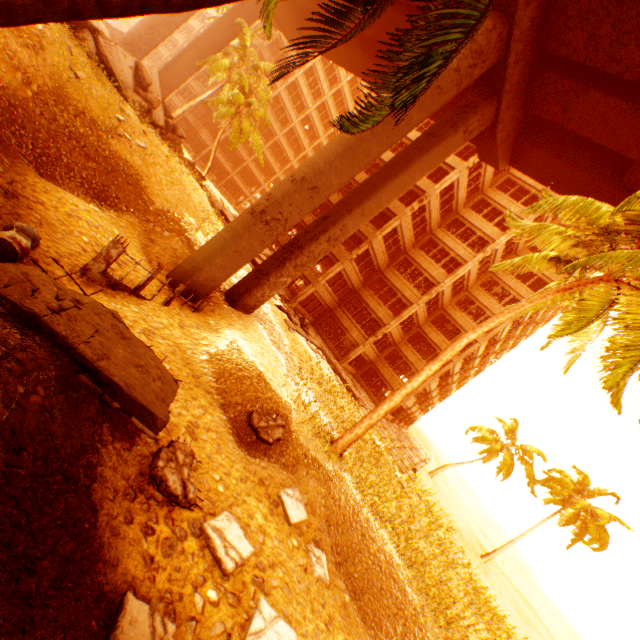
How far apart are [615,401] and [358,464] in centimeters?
982cm

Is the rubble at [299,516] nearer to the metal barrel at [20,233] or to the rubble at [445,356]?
the rubble at [445,356]

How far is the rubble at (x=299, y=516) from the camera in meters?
8.3

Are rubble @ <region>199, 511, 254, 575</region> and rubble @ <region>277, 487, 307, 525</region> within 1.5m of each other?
no

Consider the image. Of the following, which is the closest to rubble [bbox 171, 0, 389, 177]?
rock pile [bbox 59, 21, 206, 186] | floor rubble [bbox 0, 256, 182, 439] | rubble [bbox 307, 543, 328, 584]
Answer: rock pile [bbox 59, 21, 206, 186]

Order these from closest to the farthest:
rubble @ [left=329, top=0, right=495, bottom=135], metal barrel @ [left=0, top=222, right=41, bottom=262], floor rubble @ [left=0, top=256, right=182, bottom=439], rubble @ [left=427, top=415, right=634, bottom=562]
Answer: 1. rubble @ [left=329, top=0, right=495, bottom=135]
2. floor rubble @ [left=0, top=256, right=182, bottom=439]
3. metal barrel @ [left=0, top=222, right=41, bottom=262]
4. rubble @ [left=427, top=415, right=634, bottom=562]

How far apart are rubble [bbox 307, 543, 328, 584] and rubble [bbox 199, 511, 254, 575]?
2.51m

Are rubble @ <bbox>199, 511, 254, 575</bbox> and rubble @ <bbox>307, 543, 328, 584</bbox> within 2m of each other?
no
